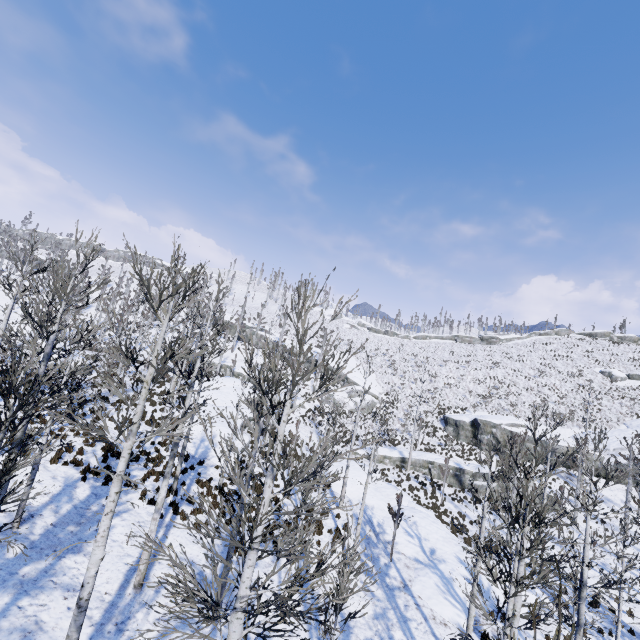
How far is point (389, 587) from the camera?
14.3 meters

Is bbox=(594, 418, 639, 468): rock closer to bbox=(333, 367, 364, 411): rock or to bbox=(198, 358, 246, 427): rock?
bbox=(333, 367, 364, 411): rock

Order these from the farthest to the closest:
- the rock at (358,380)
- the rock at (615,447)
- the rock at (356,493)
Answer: the rock at (358,380)
the rock at (615,447)
the rock at (356,493)

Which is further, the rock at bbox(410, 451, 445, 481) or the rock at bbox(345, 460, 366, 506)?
the rock at bbox(410, 451, 445, 481)

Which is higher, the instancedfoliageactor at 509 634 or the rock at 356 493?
the instancedfoliageactor at 509 634

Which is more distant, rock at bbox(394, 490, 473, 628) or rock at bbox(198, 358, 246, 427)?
rock at bbox(198, 358, 246, 427)

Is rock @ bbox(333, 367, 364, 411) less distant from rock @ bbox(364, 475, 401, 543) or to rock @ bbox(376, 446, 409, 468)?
rock @ bbox(376, 446, 409, 468)

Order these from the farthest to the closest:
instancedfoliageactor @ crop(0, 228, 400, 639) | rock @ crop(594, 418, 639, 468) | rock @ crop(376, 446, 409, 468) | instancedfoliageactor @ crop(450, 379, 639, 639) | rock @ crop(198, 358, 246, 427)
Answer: rock @ crop(376, 446, 409, 468)
rock @ crop(594, 418, 639, 468)
rock @ crop(198, 358, 246, 427)
instancedfoliageactor @ crop(450, 379, 639, 639)
instancedfoliageactor @ crop(0, 228, 400, 639)
